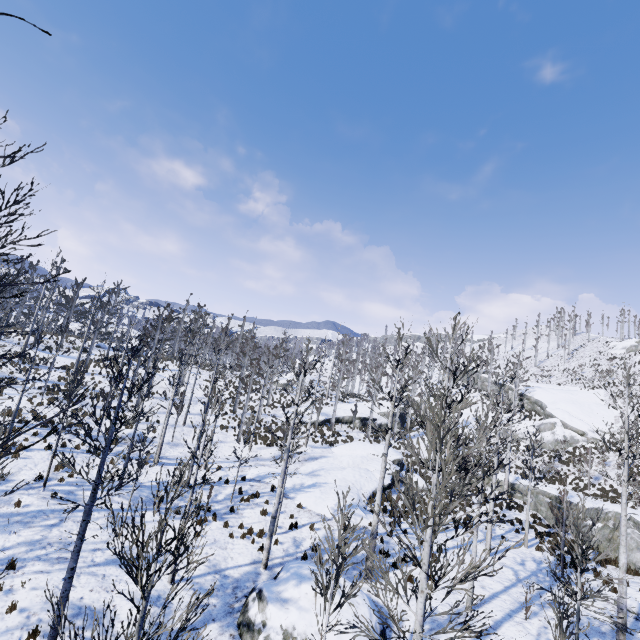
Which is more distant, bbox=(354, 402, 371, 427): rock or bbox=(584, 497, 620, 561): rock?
bbox=(354, 402, 371, 427): rock

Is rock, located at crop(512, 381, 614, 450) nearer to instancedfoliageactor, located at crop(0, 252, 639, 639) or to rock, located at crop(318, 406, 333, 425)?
rock, located at crop(318, 406, 333, 425)

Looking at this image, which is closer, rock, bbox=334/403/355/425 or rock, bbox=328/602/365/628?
rock, bbox=328/602/365/628

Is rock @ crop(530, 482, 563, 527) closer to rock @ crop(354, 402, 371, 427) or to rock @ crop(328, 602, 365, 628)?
rock @ crop(354, 402, 371, 427)

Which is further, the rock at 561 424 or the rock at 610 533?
the rock at 561 424

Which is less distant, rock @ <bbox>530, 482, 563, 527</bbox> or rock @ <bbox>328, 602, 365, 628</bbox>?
rock @ <bbox>328, 602, 365, 628</bbox>

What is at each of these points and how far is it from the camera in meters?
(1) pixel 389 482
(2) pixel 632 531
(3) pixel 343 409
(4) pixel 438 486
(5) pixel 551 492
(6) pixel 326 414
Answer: (1) rock, 22.8 m
(2) rock, 16.4 m
(3) rock, 41.4 m
(4) instancedfoliageactor, 6.7 m
(5) rock, 22.6 m
(6) rock, 38.3 m

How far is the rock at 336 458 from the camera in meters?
17.9 m
